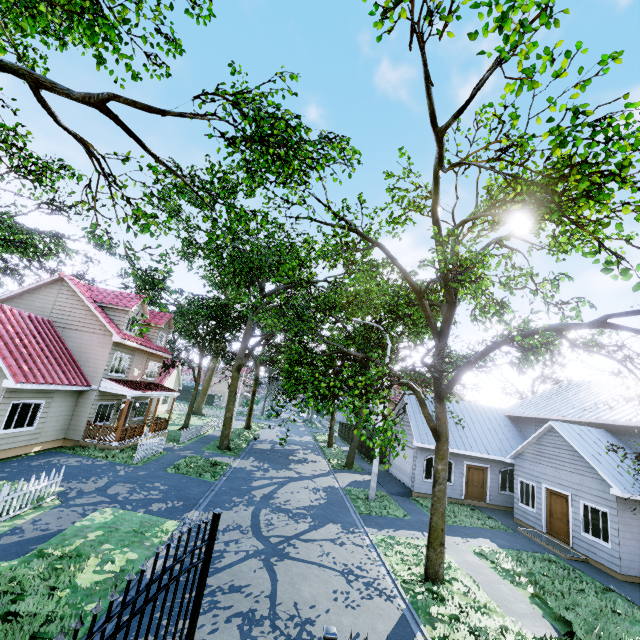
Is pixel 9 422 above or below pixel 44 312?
below

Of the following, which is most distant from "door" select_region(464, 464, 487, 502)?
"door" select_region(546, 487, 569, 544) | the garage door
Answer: "door" select_region(546, 487, 569, 544)

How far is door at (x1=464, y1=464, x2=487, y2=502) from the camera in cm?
2019

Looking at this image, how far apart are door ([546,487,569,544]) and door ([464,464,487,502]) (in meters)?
4.41

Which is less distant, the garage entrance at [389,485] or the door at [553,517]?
the door at [553,517]

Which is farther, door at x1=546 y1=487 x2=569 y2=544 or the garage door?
the garage door

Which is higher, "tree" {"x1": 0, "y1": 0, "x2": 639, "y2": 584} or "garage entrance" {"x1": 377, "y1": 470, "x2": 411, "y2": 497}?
"tree" {"x1": 0, "y1": 0, "x2": 639, "y2": 584}

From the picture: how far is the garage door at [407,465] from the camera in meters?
20.5 m
